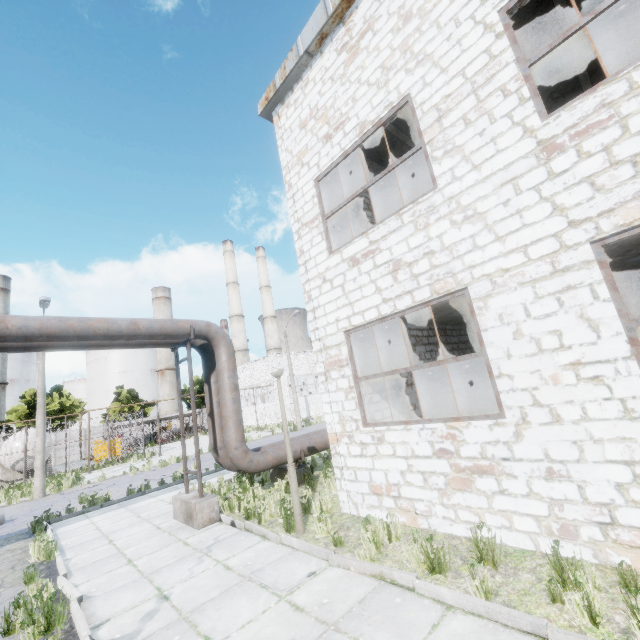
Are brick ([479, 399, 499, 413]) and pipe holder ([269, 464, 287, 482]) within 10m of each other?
yes

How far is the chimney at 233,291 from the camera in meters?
54.4

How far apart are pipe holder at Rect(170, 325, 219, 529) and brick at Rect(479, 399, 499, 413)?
9.0m

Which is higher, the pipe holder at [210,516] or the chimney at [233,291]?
the chimney at [233,291]

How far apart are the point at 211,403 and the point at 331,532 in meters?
5.4

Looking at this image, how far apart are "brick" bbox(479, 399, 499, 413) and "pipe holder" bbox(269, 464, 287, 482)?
6.17m

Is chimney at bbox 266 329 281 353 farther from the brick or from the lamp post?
the brick

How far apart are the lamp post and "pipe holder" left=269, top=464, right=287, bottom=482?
14.4m
